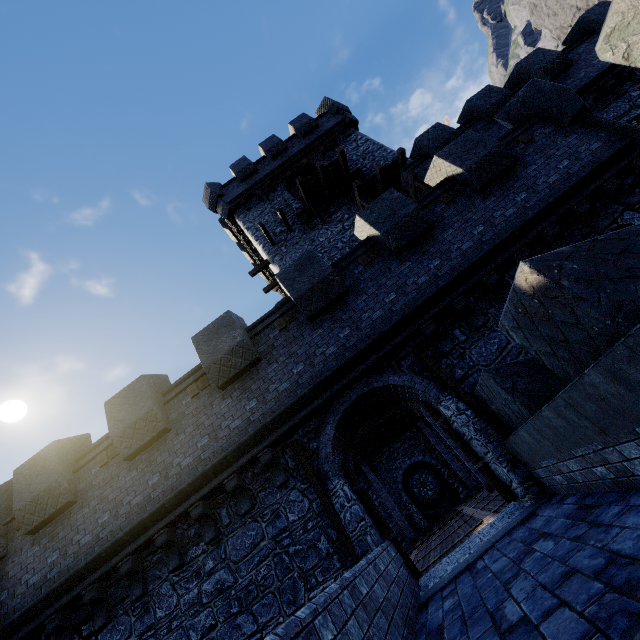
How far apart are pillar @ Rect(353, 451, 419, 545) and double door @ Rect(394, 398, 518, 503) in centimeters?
1401cm

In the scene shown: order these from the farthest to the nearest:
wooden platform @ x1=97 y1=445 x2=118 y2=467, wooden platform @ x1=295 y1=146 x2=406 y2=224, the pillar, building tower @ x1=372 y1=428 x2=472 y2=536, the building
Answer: building tower @ x1=372 y1=428 x2=472 y2=536 → the pillar → the building → wooden platform @ x1=295 y1=146 x2=406 y2=224 → wooden platform @ x1=97 y1=445 x2=118 y2=467

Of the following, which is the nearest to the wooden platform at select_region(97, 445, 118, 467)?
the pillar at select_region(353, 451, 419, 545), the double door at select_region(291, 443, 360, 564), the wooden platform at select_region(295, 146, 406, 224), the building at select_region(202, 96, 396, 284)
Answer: the double door at select_region(291, 443, 360, 564)

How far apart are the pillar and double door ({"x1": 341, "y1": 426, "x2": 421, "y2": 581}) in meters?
13.6 m

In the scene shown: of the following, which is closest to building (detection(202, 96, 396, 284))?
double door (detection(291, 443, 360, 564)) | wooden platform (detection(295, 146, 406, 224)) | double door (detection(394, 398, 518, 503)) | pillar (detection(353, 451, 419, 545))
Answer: wooden platform (detection(295, 146, 406, 224))

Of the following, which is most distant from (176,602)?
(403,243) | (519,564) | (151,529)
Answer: (403,243)

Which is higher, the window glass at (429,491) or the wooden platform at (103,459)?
the wooden platform at (103,459)

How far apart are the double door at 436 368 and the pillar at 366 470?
15.7 meters
